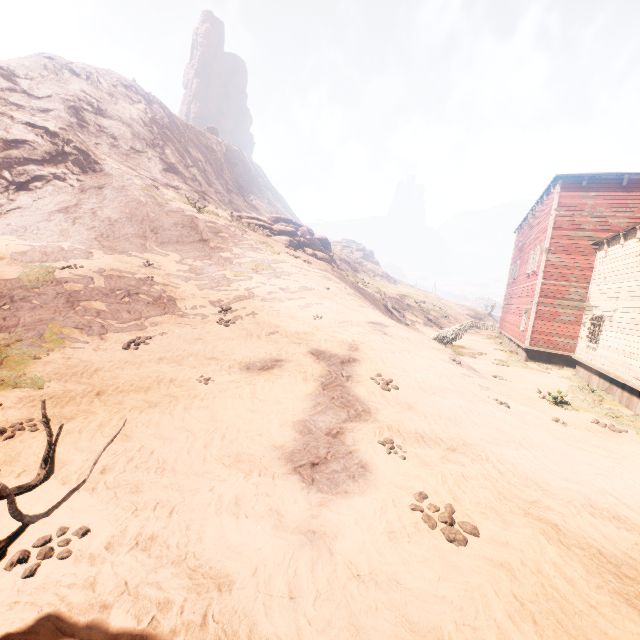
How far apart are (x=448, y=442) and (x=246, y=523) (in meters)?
4.18

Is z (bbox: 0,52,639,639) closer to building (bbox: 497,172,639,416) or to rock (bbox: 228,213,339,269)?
building (bbox: 497,172,639,416)

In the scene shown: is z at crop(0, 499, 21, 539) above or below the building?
below

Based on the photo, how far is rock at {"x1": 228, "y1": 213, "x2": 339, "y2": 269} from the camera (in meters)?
27.61

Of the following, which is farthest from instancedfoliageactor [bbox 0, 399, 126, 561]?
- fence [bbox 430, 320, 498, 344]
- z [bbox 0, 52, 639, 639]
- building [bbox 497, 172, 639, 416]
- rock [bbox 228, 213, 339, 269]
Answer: rock [bbox 228, 213, 339, 269]

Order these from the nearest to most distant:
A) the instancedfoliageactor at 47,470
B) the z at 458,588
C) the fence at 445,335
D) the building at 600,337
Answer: the instancedfoliageactor at 47,470, the z at 458,588, the building at 600,337, the fence at 445,335

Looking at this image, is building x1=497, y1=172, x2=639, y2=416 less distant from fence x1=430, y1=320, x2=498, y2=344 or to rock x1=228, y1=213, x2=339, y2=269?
fence x1=430, y1=320, x2=498, y2=344

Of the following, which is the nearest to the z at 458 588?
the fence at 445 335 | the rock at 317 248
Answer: the fence at 445 335
